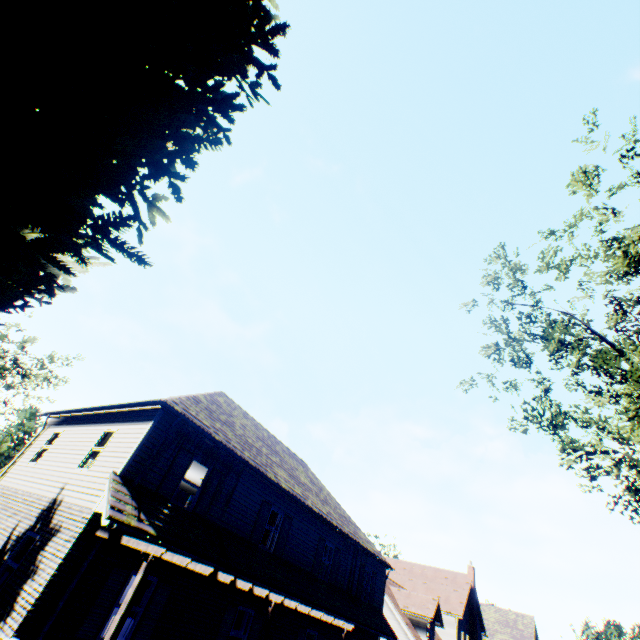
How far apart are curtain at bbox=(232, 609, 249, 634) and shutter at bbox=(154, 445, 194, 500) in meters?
5.5 m

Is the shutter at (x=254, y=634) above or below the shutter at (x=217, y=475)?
below

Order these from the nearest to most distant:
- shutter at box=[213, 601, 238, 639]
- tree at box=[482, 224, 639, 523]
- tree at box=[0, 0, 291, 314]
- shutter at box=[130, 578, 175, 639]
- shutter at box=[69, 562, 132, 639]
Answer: tree at box=[0, 0, 291, 314] < shutter at box=[69, 562, 132, 639] < shutter at box=[130, 578, 175, 639] < shutter at box=[213, 601, 238, 639] < tree at box=[482, 224, 639, 523]

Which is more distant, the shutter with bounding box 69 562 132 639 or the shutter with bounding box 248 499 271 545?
the shutter with bounding box 248 499 271 545

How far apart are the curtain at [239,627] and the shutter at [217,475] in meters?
4.0 m

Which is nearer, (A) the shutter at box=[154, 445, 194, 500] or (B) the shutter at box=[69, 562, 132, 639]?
(B) the shutter at box=[69, 562, 132, 639]

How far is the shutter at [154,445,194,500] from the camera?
10.8m

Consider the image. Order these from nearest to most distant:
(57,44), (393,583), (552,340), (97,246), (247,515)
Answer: (57,44) → (97,246) → (247,515) → (552,340) → (393,583)
